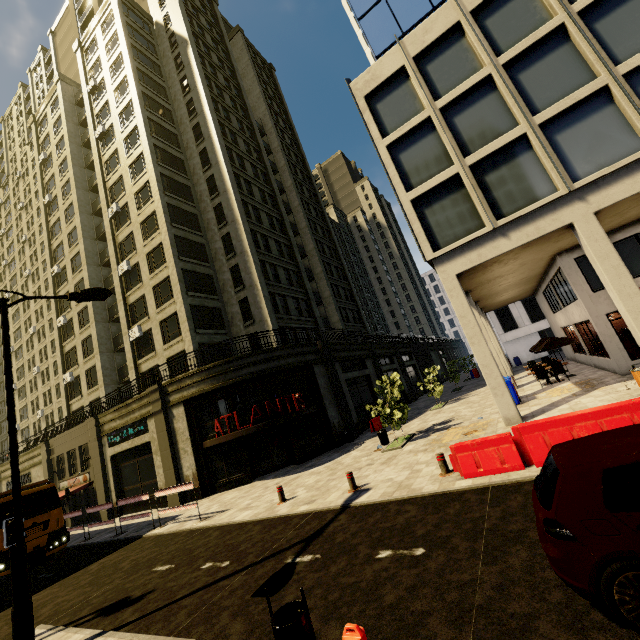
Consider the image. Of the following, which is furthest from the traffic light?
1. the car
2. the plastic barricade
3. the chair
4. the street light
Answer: the chair

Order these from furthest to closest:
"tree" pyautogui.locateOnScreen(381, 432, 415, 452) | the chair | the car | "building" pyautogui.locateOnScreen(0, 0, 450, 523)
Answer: "building" pyautogui.locateOnScreen(0, 0, 450, 523) < the chair < "tree" pyautogui.locateOnScreen(381, 432, 415, 452) < the car

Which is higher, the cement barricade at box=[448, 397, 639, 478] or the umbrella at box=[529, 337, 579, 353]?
the umbrella at box=[529, 337, 579, 353]

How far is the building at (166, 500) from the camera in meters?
17.9 m

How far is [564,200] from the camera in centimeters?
1131cm

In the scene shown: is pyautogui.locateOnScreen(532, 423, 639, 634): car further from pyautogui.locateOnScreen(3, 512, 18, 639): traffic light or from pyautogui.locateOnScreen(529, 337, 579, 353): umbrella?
pyautogui.locateOnScreen(529, 337, 579, 353): umbrella

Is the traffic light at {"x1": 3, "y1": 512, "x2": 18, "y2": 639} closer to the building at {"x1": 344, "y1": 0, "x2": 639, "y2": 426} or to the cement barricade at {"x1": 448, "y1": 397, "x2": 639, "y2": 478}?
the building at {"x1": 344, "y1": 0, "x2": 639, "y2": 426}

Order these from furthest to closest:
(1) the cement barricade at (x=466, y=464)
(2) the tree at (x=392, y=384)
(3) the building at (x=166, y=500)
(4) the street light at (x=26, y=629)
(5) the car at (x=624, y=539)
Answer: (3) the building at (x=166, y=500), (2) the tree at (x=392, y=384), (1) the cement barricade at (x=466, y=464), (4) the street light at (x=26, y=629), (5) the car at (x=624, y=539)
